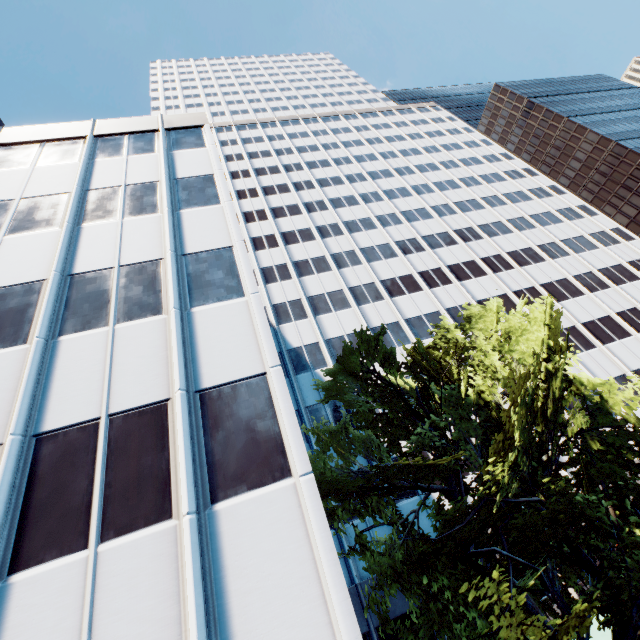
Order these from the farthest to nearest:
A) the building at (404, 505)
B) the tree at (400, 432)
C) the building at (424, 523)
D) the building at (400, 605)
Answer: the building at (404, 505) < the building at (424, 523) < the building at (400, 605) < the tree at (400, 432)

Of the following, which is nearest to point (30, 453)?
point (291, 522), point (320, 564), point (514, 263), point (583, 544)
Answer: point (291, 522)

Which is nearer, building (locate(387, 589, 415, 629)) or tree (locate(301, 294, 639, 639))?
tree (locate(301, 294, 639, 639))

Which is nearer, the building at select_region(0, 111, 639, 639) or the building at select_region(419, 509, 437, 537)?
the building at select_region(0, 111, 639, 639)

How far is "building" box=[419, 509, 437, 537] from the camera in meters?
19.8 m

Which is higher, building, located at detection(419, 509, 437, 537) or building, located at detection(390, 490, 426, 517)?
building, located at detection(390, 490, 426, 517)

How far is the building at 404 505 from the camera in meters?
20.6 m
